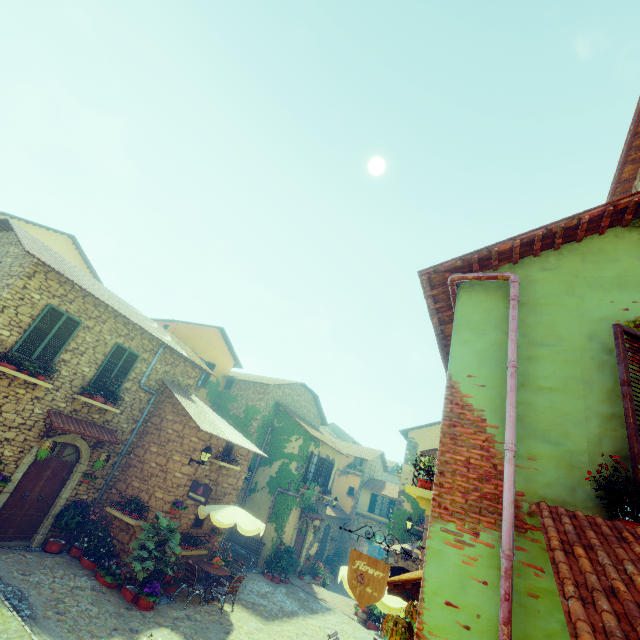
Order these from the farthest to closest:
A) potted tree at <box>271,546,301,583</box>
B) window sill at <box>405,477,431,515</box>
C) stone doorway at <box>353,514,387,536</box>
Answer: stone doorway at <box>353,514,387,536</box> → potted tree at <box>271,546,301,583</box> → window sill at <box>405,477,431,515</box>

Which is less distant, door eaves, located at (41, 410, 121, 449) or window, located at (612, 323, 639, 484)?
window, located at (612, 323, 639, 484)

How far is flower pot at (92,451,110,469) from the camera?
10.79m

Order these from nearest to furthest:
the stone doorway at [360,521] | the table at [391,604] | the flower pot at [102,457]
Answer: the table at [391,604] < the flower pot at [102,457] < the stone doorway at [360,521]

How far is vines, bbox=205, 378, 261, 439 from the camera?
19.44m

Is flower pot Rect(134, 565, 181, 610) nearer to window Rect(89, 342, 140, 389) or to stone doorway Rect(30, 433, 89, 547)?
stone doorway Rect(30, 433, 89, 547)

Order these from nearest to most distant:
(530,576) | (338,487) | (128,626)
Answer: A: (530,576) < (128,626) < (338,487)

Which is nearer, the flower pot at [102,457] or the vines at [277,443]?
the flower pot at [102,457]
